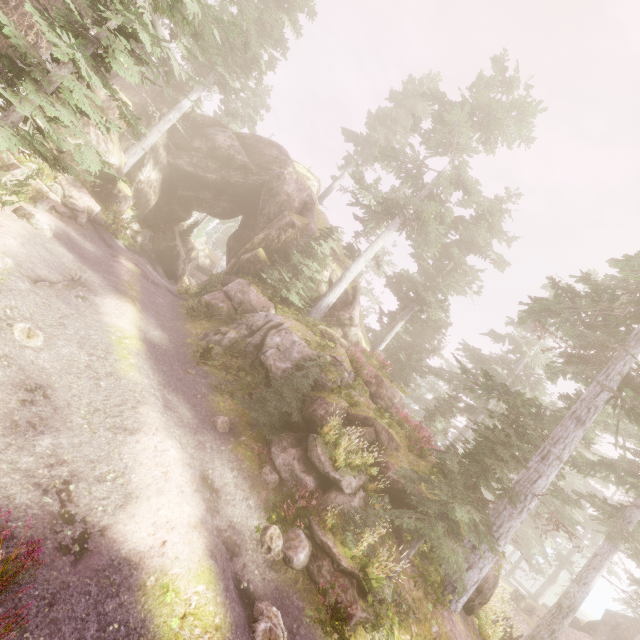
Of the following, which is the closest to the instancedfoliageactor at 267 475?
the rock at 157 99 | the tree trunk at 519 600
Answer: the rock at 157 99

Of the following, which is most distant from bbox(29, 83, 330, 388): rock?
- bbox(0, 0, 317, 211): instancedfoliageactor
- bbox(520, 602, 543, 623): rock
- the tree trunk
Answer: the tree trunk

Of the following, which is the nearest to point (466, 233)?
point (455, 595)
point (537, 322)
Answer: point (537, 322)

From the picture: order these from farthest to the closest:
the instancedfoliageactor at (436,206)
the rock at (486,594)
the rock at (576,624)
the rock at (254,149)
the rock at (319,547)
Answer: the rock at (576,624)
the rock at (254,149)
the rock at (486,594)
the instancedfoliageactor at (436,206)
the rock at (319,547)

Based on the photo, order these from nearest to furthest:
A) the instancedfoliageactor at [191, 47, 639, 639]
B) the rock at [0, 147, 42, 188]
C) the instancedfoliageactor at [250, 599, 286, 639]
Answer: the instancedfoliageactor at [250, 599, 286, 639], the instancedfoliageactor at [191, 47, 639, 639], the rock at [0, 147, 42, 188]

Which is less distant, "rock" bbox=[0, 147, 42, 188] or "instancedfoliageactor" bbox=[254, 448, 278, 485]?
"instancedfoliageactor" bbox=[254, 448, 278, 485]

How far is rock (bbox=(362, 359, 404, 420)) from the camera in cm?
1897

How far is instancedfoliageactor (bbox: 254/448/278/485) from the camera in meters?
9.5
